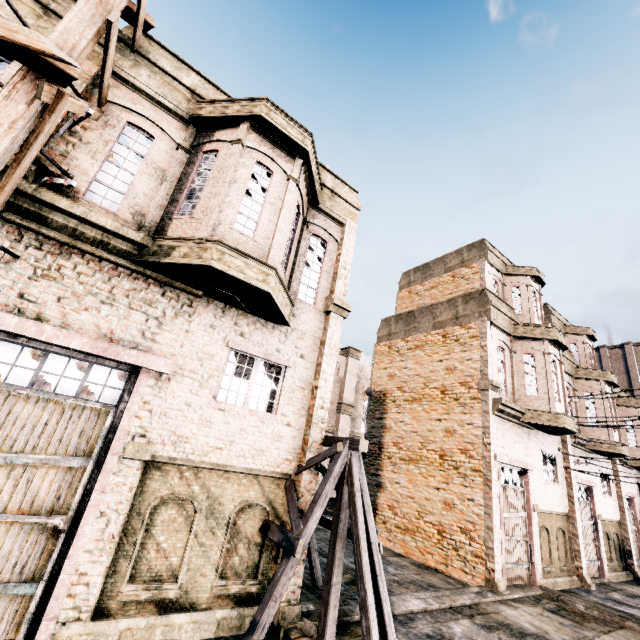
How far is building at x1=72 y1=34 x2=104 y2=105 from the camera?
6.91m

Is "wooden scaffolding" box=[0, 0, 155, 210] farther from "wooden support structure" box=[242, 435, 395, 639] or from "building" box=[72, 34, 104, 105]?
"wooden support structure" box=[242, 435, 395, 639]

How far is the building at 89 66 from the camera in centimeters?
691cm

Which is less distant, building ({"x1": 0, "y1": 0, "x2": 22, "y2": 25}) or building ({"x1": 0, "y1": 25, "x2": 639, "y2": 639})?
building ({"x1": 0, "y1": 25, "x2": 639, "y2": 639})

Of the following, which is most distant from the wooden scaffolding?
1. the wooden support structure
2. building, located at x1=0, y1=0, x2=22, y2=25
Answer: the wooden support structure

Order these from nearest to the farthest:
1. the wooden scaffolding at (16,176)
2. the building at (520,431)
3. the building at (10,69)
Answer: the wooden scaffolding at (16,176) → the building at (520,431) → the building at (10,69)

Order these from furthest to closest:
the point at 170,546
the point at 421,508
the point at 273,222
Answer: the point at 421,508 < the point at 273,222 < the point at 170,546
